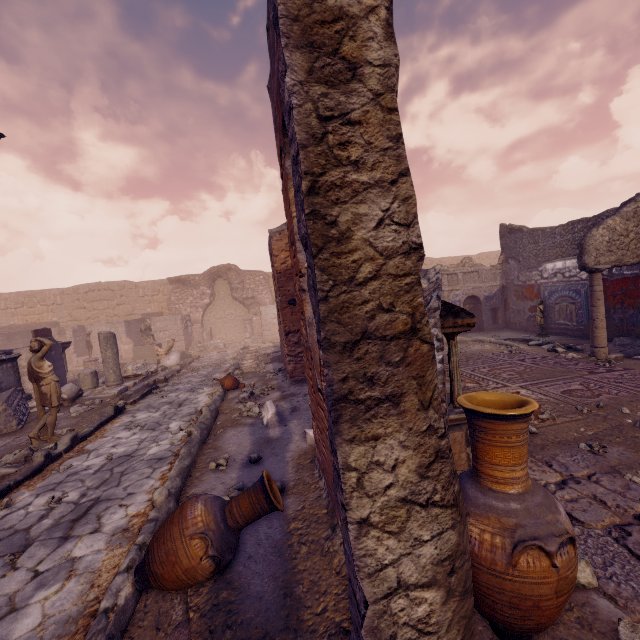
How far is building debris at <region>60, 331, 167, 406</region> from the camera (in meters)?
8.70

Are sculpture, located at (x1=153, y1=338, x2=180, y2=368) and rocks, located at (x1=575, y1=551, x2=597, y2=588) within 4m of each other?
no

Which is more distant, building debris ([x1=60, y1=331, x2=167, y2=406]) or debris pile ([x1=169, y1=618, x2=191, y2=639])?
building debris ([x1=60, y1=331, x2=167, y2=406])

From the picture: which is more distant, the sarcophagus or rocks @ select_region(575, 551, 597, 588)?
the sarcophagus

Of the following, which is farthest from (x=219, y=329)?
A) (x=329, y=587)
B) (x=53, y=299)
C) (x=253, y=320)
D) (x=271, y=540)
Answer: (x=329, y=587)

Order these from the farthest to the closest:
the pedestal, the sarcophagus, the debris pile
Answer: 1. the pedestal
2. the sarcophagus
3. the debris pile

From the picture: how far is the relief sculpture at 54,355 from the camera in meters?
10.3 m

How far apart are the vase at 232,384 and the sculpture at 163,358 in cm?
607
